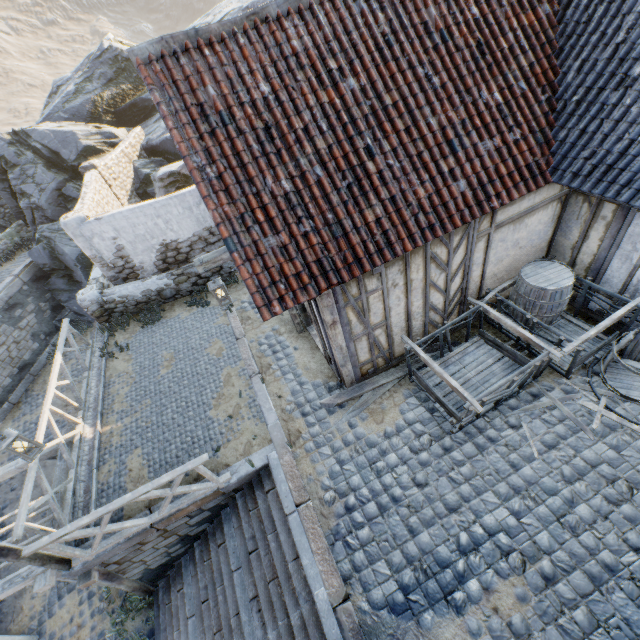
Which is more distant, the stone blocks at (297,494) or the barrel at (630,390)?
the barrel at (630,390)

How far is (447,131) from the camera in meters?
5.2 m

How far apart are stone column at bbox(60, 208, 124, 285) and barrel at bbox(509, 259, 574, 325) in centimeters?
1104cm

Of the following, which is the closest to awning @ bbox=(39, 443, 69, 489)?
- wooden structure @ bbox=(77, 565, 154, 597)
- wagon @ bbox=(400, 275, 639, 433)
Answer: wooden structure @ bbox=(77, 565, 154, 597)

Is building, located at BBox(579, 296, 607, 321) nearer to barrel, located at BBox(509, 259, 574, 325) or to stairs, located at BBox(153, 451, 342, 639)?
barrel, located at BBox(509, 259, 574, 325)

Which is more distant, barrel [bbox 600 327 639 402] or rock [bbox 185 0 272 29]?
Answer: rock [bbox 185 0 272 29]

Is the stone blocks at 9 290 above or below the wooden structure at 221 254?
below

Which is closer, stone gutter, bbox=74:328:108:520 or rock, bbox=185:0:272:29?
stone gutter, bbox=74:328:108:520
